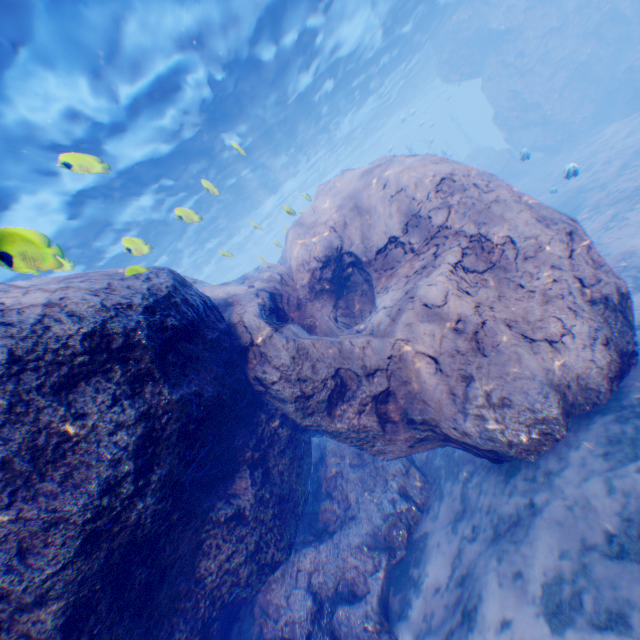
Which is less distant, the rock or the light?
the rock

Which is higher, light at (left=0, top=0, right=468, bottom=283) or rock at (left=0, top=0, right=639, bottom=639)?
light at (left=0, top=0, right=468, bottom=283)

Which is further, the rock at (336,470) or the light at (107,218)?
the light at (107,218)

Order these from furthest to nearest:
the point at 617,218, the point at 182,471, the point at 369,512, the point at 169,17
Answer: the point at 617,218 → the point at 169,17 → the point at 369,512 → the point at 182,471

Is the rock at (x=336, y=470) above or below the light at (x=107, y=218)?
below
